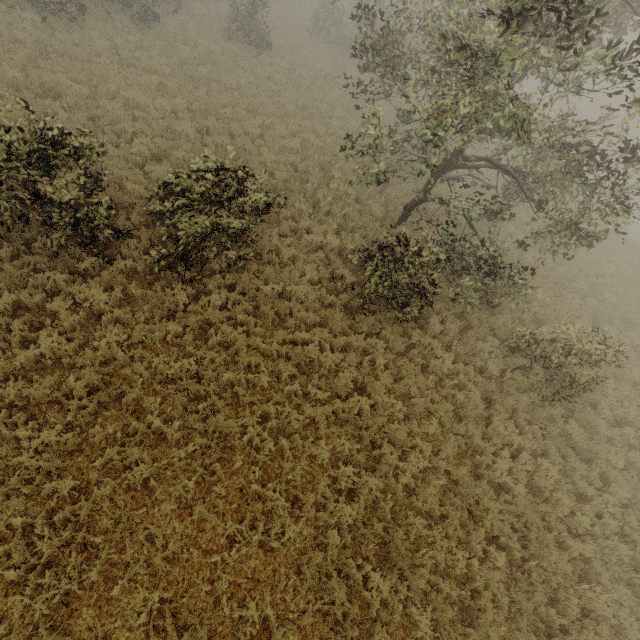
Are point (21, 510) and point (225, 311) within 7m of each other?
yes
